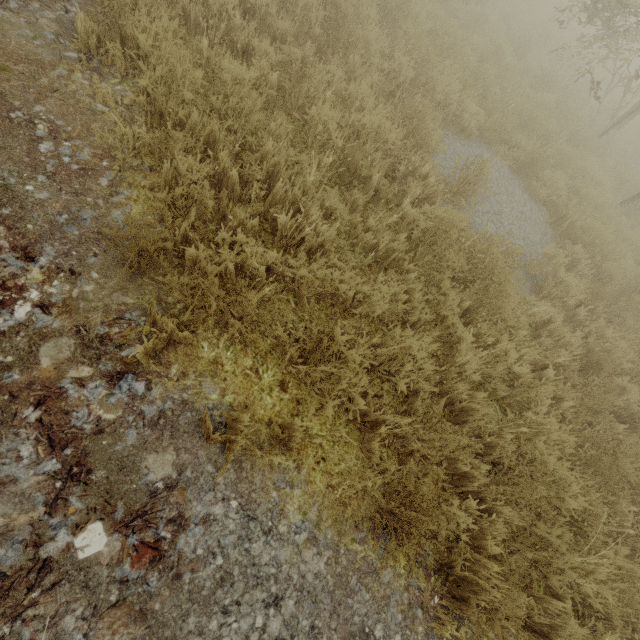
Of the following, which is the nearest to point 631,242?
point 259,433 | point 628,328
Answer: point 628,328
